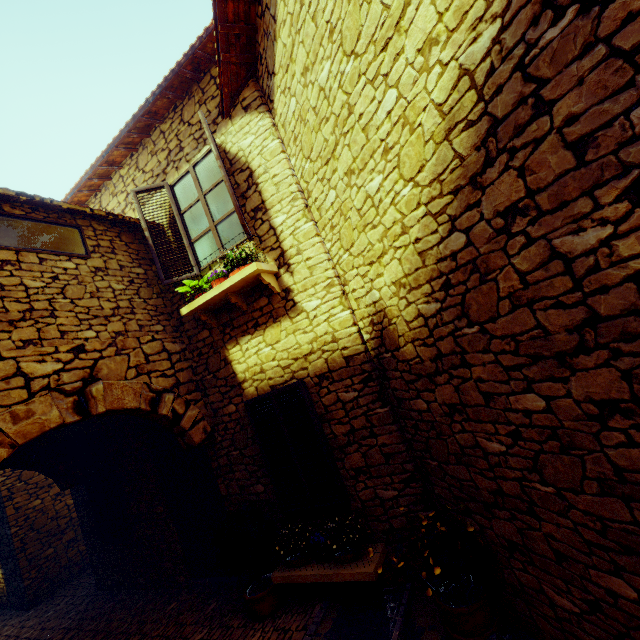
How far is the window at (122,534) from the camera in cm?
634

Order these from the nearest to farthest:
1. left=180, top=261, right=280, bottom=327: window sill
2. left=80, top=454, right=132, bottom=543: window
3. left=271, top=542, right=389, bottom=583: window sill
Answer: left=271, top=542, right=389, bottom=583: window sill, left=180, top=261, right=280, bottom=327: window sill, left=80, top=454, right=132, bottom=543: window

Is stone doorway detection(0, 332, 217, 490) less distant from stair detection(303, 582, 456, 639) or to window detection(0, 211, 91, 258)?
window detection(0, 211, 91, 258)

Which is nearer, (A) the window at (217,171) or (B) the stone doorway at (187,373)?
(B) the stone doorway at (187,373)

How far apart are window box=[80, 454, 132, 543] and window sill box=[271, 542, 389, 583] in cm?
376

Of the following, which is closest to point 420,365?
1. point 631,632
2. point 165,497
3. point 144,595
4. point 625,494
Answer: point 625,494

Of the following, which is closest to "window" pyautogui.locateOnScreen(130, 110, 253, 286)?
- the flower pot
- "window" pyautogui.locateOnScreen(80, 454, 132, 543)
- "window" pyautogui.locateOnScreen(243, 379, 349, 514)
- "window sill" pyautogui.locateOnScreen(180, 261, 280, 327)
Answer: "window sill" pyautogui.locateOnScreen(180, 261, 280, 327)

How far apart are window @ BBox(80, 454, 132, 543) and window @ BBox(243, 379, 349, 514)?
3.9m
